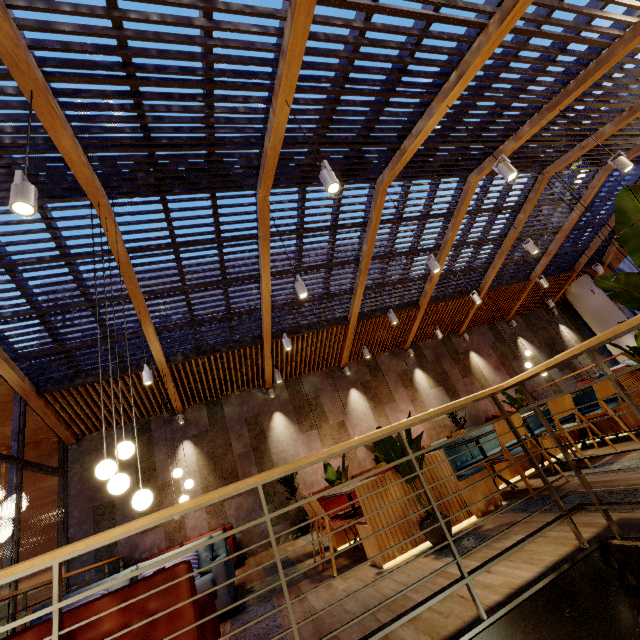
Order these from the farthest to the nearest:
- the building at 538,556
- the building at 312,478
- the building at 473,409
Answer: the building at 473,409, the building at 312,478, the building at 538,556

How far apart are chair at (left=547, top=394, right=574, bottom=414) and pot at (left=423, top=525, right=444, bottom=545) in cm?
199

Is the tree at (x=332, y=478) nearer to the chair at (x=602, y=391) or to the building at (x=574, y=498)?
the building at (x=574, y=498)

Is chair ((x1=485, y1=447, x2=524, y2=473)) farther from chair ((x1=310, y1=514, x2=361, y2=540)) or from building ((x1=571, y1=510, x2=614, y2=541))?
chair ((x1=310, y1=514, x2=361, y2=540))

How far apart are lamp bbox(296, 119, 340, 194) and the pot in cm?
360

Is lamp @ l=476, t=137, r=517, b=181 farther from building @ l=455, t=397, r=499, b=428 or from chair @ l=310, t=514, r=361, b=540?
chair @ l=310, t=514, r=361, b=540

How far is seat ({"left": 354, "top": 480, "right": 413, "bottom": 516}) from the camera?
3.54m

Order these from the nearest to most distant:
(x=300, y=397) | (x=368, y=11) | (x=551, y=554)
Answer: (x=551, y=554)
(x=368, y=11)
(x=300, y=397)
